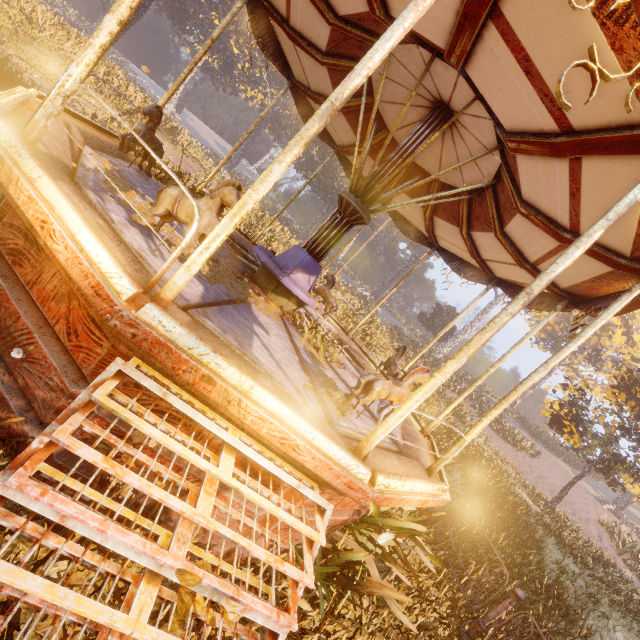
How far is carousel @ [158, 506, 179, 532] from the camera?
2.7 meters

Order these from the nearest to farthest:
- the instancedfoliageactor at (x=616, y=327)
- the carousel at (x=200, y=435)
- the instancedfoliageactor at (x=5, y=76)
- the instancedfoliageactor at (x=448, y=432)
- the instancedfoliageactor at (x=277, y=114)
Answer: the carousel at (x=200, y=435), the instancedfoliageactor at (x=5, y=76), the instancedfoliageactor at (x=616, y=327), the instancedfoliageactor at (x=448, y=432), the instancedfoliageactor at (x=277, y=114)

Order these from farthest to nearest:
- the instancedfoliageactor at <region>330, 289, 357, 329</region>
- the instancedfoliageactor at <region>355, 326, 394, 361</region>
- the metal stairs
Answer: the instancedfoliageactor at <region>330, 289, 357, 329</region> → the instancedfoliageactor at <region>355, 326, 394, 361</region> → the metal stairs

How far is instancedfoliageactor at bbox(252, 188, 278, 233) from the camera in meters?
20.2 m

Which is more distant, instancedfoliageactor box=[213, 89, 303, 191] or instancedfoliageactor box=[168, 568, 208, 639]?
instancedfoliageactor box=[213, 89, 303, 191]

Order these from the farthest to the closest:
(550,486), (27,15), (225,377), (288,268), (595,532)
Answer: (550,486) < (595,532) < (27,15) < (288,268) < (225,377)

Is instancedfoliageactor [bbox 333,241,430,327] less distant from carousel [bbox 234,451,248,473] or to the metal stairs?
carousel [bbox 234,451,248,473]

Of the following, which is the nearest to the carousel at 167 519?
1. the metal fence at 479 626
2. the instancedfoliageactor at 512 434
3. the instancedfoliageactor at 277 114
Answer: the metal fence at 479 626
